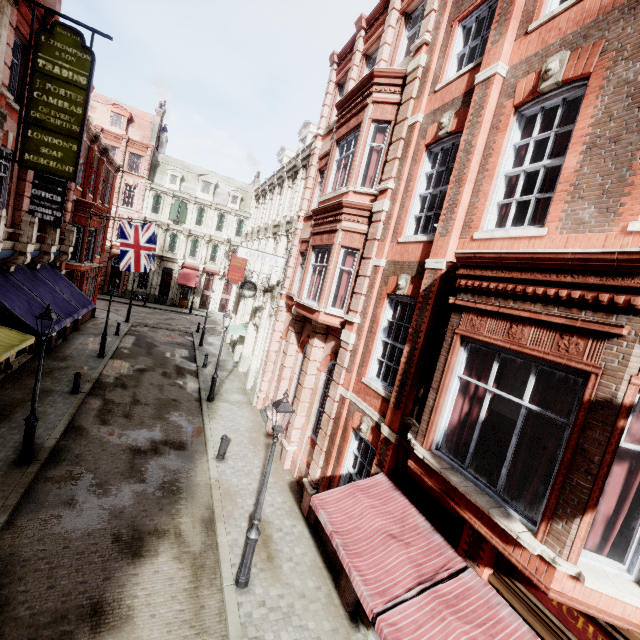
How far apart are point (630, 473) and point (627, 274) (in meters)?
2.36

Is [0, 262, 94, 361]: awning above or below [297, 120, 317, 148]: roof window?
below

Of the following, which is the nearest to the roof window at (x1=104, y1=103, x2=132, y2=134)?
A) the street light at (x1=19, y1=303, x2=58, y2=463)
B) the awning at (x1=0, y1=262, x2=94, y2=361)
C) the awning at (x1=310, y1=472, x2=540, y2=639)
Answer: the awning at (x1=0, y1=262, x2=94, y2=361)

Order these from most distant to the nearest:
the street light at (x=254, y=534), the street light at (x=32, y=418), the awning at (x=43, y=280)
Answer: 1. the awning at (x=43, y=280)
2. the street light at (x=32, y=418)
3. the street light at (x=254, y=534)

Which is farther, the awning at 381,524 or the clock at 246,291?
the clock at 246,291

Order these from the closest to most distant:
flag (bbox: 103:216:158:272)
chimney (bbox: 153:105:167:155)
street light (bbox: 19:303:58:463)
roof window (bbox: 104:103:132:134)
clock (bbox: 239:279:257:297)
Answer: street light (bbox: 19:303:58:463) → clock (bbox: 239:279:257:297) → flag (bbox: 103:216:158:272) → roof window (bbox: 104:103:132:134) → chimney (bbox: 153:105:167:155)

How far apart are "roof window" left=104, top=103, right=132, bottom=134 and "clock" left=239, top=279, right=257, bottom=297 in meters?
31.6 m

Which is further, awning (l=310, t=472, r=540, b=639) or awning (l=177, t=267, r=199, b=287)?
awning (l=177, t=267, r=199, b=287)
